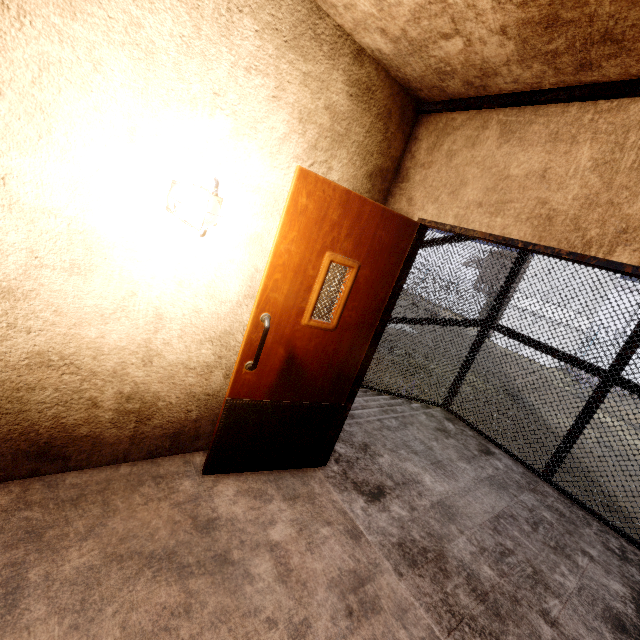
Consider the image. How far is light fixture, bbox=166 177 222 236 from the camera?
1.5 meters

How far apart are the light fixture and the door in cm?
35

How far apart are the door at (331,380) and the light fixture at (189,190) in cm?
35

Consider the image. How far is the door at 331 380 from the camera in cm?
195

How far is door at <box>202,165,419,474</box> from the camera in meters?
1.9

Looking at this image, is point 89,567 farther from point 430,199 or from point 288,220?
point 430,199
